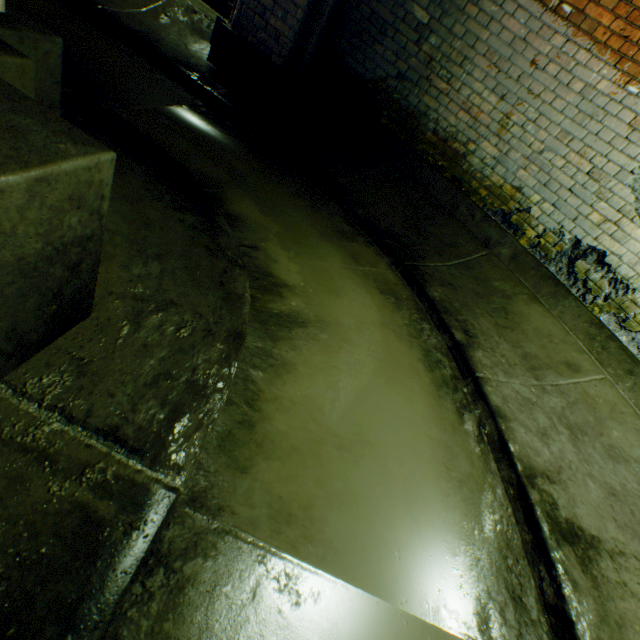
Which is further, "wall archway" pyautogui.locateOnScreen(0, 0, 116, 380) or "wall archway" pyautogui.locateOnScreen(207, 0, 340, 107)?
"wall archway" pyautogui.locateOnScreen(207, 0, 340, 107)

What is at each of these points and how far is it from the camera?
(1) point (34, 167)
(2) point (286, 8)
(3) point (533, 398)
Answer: (1) wall archway, 0.5m
(2) wall archway, 3.4m
(3) building tunnel, 2.4m

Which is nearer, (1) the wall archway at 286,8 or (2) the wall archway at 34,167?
(2) the wall archway at 34,167

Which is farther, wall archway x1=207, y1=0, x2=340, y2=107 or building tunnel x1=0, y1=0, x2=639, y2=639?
wall archway x1=207, y1=0, x2=340, y2=107

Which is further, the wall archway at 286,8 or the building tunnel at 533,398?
the wall archway at 286,8
